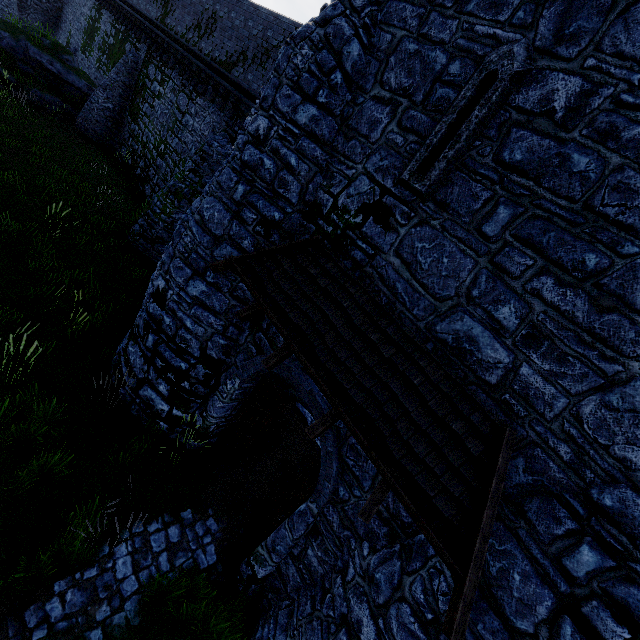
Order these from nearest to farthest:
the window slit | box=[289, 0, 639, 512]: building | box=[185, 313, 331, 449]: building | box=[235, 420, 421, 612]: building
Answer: box=[289, 0, 639, 512]: building < the window slit < box=[235, 420, 421, 612]: building < box=[185, 313, 331, 449]: building

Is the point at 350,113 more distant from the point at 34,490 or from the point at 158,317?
the point at 34,490

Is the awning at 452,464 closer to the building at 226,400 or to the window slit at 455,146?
the building at 226,400

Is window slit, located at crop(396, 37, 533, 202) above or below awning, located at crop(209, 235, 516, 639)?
above

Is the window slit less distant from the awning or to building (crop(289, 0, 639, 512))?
building (crop(289, 0, 639, 512))

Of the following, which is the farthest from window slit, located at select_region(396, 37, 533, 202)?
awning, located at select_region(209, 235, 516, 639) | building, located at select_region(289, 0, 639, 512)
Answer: awning, located at select_region(209, 235, 516, 639)
